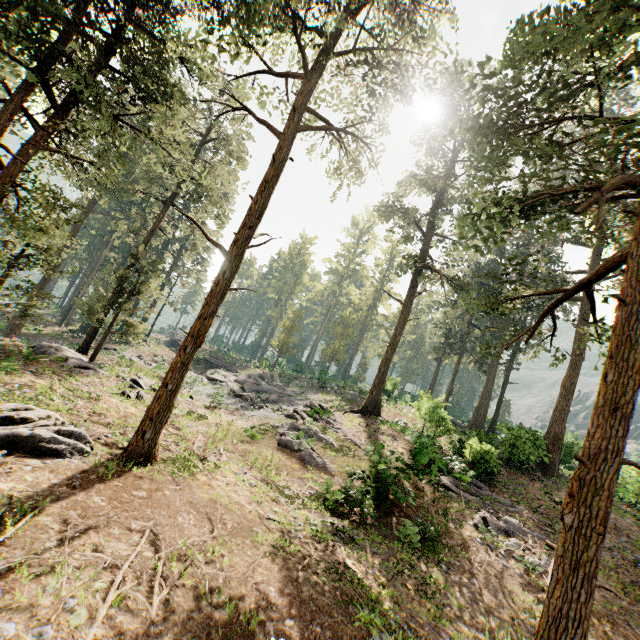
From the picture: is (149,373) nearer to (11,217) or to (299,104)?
(11,217)

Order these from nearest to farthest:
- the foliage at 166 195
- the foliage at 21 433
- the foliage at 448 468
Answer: the foliage at 166 195, the foliage at 21 433, the foliage at 448 468

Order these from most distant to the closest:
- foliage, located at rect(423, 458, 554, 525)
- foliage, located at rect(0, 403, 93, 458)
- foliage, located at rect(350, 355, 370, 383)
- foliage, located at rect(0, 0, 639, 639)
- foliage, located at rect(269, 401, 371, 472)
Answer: foliage, located at rect(350, 355, 370, 383), foliage, located at rect(269, 401, 371, 472), foliage, located at rect(423, 458, 554, 525), foliage, located at rect(0, 403, 93, 458), foliage, located at rect(0, 0, 639, 639)

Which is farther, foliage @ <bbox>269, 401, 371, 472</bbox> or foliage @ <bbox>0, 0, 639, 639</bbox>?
foliage @ <bbox>269, 401, 371, 472</bbox>

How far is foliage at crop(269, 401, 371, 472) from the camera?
16.8 meters

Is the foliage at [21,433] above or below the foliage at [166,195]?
below

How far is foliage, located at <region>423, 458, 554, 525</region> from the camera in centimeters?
1614cm
